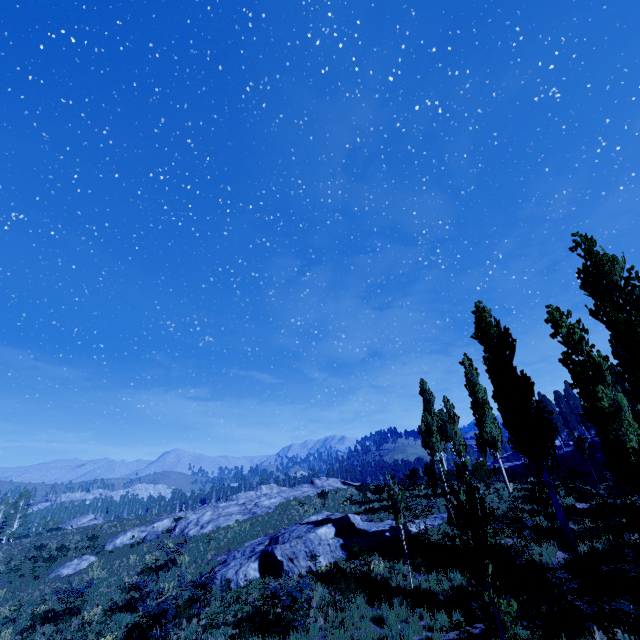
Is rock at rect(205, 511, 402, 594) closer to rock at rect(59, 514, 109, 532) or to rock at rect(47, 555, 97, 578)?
rock at rect(47, 555, 97, 578)

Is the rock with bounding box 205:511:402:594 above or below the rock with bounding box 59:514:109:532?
below

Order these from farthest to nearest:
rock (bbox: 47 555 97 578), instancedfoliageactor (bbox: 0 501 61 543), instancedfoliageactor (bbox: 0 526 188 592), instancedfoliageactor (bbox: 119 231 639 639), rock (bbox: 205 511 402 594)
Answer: instancedfoliageactor (bbox: 0 501 61 543) < rock (bbox: 47 555 97 578) < instancedfoliageactor (bbox: 0 526 188 592) < rock (bbox: 205 511 402 594) < instancedfoliageactor (bbox: 119 231 639 639)

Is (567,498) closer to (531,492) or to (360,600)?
(531,492)

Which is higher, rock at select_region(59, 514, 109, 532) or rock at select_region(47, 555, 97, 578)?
rock at select_region(59, 514, 109, 532)

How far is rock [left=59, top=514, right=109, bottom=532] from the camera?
47.75m

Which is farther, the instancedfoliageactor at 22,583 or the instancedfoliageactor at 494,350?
the instancedfoliageactor at 22,583

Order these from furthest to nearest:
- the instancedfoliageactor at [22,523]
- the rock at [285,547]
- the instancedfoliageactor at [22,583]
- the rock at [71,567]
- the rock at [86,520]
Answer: the instancedfoliageactor at [22,523], the rock at [86,520], the rock at [71,567], the instancedfoliageactor at [22,583], the rock at [285,547]
